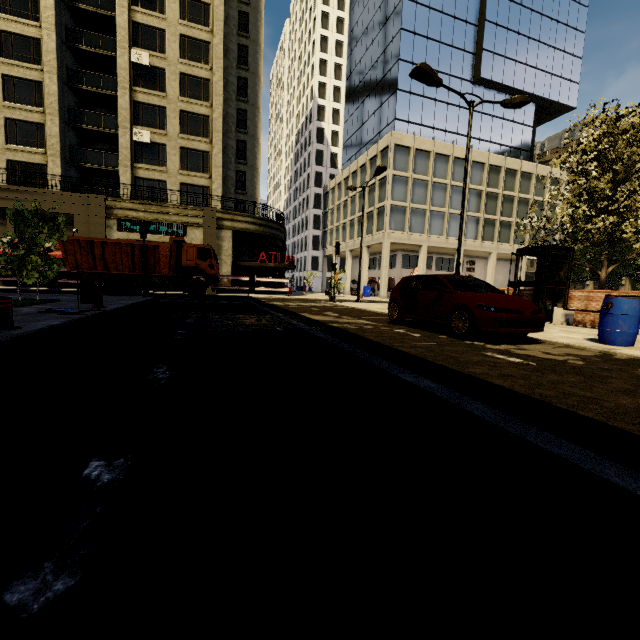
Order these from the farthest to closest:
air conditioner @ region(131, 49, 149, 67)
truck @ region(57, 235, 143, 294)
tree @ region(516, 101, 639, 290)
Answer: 1. air conditioner @ region(131, 49, 149, 67)
2. truck @ region(57, 235, 143, 294)
3. tree @ region(516, 101, 639, 290)

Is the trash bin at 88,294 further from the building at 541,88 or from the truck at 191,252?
the building at 541,88

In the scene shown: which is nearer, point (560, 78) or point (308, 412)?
point (308, 412)

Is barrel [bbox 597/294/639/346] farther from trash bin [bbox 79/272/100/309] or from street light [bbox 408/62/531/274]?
trash bin [bbox 79/272/100/309]

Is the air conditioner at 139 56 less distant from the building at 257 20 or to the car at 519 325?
the building at 257 20

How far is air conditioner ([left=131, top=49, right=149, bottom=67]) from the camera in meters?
25.6 m

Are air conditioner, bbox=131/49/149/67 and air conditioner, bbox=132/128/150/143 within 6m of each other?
yes

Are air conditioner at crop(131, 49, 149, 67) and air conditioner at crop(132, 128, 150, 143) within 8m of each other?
yes
